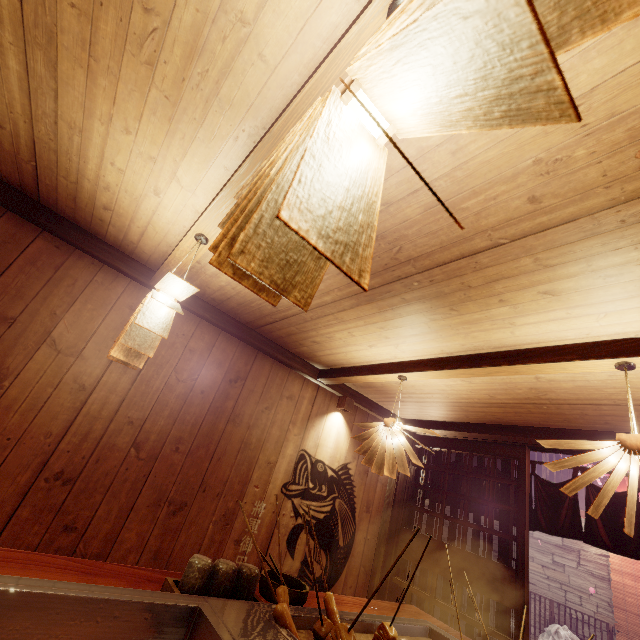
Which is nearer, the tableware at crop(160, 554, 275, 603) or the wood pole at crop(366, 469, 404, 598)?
the tableware at crop(160, 554, 275, 603)

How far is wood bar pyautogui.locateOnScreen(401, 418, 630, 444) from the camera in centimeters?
522cm

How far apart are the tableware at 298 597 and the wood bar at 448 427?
4.6m

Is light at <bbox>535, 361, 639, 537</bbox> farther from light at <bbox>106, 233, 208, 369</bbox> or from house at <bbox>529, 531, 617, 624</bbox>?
house at <bbox>529, 531, 617, 624</bbox>

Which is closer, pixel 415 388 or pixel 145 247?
pixel 145 247

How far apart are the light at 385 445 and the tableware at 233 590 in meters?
2.1

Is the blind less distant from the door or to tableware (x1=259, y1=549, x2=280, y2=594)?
the door

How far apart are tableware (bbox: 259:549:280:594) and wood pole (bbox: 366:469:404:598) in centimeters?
420cm
